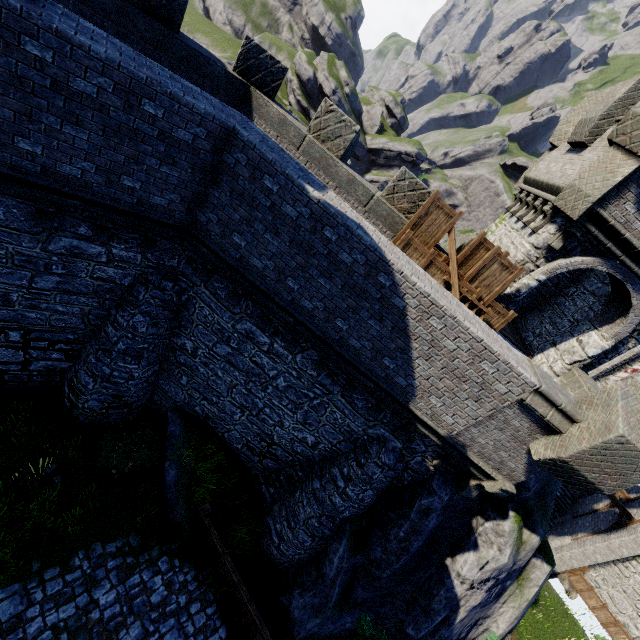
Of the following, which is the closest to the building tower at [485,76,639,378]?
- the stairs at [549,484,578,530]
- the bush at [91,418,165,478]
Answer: the bush at [91,418,165,478]

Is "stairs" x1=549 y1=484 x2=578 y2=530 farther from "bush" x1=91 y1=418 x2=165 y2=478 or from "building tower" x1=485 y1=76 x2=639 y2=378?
"bush" x1=91 y1=418 x2=165 y2=478

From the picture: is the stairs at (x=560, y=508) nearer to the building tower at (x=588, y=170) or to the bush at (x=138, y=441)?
the building tower at (x=588, y=170)

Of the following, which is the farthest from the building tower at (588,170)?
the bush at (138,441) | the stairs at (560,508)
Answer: the stairs at (560,508)

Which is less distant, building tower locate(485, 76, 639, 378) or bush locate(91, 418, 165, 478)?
building tower locate(485, 76, 639, 378)

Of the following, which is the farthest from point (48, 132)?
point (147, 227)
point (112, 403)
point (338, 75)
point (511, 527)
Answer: point (338, 75)

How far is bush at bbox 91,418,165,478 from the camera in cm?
1023
